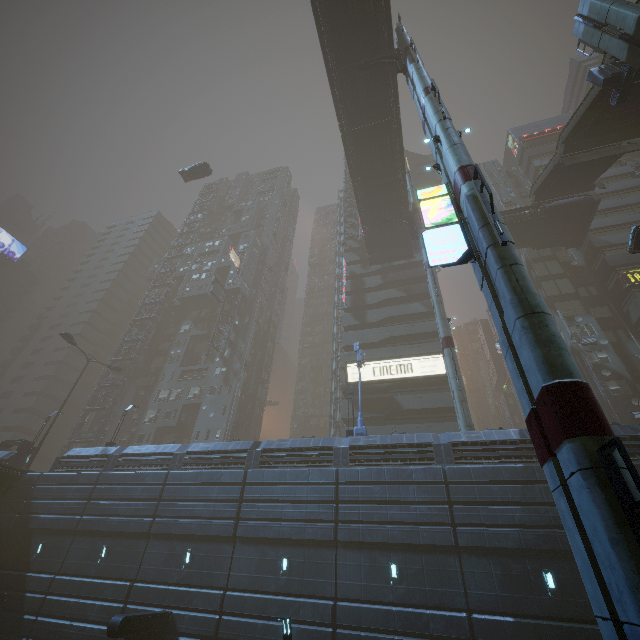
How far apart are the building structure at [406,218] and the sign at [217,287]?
26.26m

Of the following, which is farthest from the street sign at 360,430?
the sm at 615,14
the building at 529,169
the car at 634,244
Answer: the sm at 615,14

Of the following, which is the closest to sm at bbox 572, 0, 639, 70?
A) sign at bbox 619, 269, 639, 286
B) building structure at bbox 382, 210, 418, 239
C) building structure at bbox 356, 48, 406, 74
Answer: building structure at bbox 356, 48, 406, 74

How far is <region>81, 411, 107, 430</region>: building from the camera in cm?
4412

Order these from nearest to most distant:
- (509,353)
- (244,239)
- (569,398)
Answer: (569,398)
(509,353)
(244,239)

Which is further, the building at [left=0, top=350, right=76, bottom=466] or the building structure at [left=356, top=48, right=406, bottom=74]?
the building at [left=0, top=350, right=76, bottom=466]

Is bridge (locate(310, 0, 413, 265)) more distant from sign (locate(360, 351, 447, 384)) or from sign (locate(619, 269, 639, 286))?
sign (locate(619, 269, 639, 286))

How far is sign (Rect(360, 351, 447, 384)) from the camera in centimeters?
3297cm
